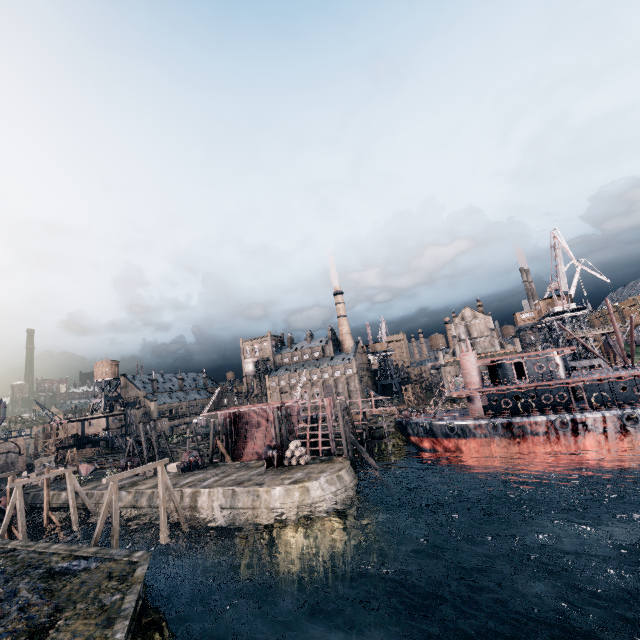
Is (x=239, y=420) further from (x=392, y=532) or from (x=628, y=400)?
(x=628, y=400)

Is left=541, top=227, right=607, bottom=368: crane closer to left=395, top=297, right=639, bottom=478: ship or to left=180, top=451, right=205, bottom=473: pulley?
left=395, top=297, right=639, bottom=478: ship

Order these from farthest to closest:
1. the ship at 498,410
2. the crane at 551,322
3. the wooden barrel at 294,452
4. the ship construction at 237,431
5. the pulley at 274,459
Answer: the crane at 551,322, the ship construction at 237,431, the pulley at 274,459, the wooden barrel at 294,452, the ship at 498,410

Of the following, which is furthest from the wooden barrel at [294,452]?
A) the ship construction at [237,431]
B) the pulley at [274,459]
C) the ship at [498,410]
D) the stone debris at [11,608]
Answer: the stone debris at [11,608]

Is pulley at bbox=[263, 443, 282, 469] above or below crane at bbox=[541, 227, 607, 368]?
below

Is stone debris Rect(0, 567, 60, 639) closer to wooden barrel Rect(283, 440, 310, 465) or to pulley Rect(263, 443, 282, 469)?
pulley Rect(263, 443, 282, 469)

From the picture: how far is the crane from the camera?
50.59m

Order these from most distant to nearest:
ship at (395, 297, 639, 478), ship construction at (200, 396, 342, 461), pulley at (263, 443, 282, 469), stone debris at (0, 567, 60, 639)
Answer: ship construction at (200, 396, 342, 461)
pulley at (263, 443, 282, 469)
ship at (395, 297, 639, 478)
stone debris at (0, 567, 60, 639)
